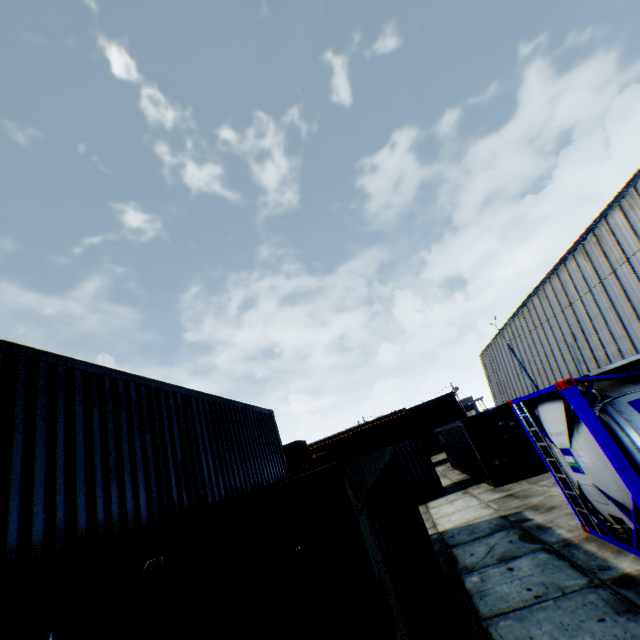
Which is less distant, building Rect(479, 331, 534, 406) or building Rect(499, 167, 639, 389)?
building Rect(499, 167, 639, 389)

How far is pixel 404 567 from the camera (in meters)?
2.12

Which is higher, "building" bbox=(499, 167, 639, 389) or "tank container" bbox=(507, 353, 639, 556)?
"building" bbox=(499, 167, 639, 389)

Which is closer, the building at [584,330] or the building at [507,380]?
the building at [584,330]

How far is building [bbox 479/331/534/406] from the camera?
39.5m

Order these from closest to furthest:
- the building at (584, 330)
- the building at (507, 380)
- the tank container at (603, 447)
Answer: the tank container at (603, 447) → the building at (584, 330) → the building at (507, 380)

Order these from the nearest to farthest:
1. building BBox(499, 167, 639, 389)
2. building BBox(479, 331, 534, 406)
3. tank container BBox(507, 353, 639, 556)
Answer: tank container BBox(507, 353, 639, 556) → building BBox(499, 167, 639, 389) → building BBox(479, 331, 534, 406)

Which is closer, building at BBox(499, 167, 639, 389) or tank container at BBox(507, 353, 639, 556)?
tank container at BBox(507, 353, 639, 556)
